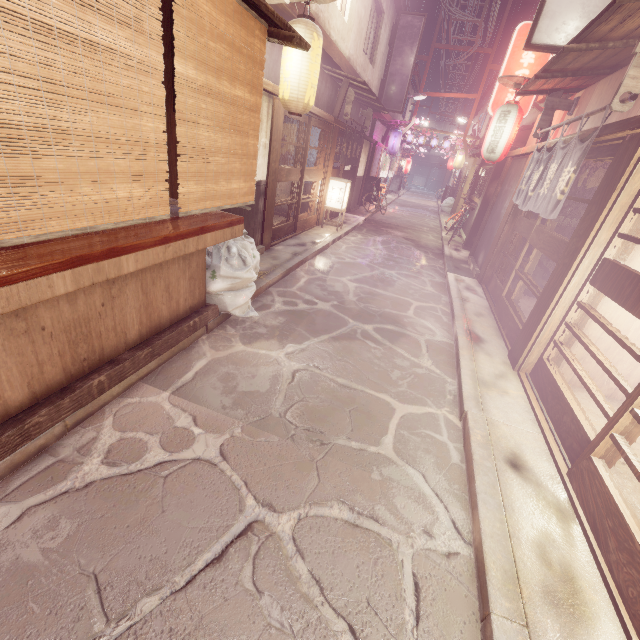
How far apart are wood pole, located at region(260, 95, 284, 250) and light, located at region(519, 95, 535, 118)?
10.0 meters

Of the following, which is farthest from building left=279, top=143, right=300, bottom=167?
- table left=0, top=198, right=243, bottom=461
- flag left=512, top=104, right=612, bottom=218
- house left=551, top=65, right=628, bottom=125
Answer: house left=551, top=65, right=628, bottom=125

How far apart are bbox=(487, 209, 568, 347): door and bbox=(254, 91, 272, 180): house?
8.9m

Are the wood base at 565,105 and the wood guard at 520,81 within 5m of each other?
yes

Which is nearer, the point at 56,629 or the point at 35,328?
the point at 56,629

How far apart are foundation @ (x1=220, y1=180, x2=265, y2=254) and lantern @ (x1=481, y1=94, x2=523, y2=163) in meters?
9.2

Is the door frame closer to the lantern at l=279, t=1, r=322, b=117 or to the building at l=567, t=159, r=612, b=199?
the building at l=567, t=159, r=612, b=199

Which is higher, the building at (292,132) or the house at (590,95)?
the house at (590,95)
